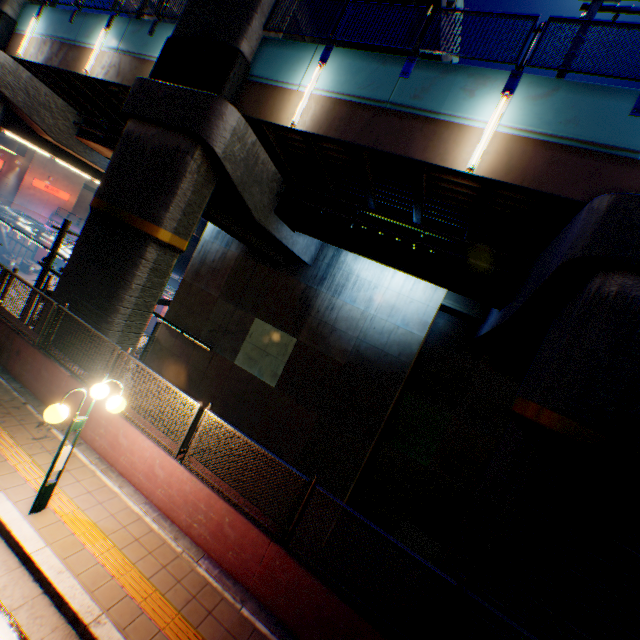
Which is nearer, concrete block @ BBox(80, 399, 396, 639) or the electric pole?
concrete block @ BBox(80, 399, 396, 639)

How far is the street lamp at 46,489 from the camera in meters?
4.7

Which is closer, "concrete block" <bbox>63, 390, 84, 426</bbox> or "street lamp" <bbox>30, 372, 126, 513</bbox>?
"street lamp" <bbox>30, 372, 126, 513</bbox>

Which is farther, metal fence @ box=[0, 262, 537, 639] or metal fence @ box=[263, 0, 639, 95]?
metal fence @ box=[263, 0, 639, 95]

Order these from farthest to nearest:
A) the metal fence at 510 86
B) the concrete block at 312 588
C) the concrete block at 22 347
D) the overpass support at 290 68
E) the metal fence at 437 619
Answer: the concrete block at 22 347
the metal fence at 510 86
the overpass support at 290 68
the concrete block at 312 588
the metal fence at 437 619

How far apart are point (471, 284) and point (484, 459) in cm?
1055

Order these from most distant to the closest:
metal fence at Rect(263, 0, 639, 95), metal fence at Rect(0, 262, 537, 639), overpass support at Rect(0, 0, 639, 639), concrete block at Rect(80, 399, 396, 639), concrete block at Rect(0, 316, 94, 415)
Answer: concrete block at Rect(0, 316, 94, 415) < metal fence at Rect(263, 0, 639, 95) < overpass support at Rect(0, 0, 639, 639) < concrete block at Rect(80, 399, 396, 639) < metal fence at Rect(0, 262, 537, 639)

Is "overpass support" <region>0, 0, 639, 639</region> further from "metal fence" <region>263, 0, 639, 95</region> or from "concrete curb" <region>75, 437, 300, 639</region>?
"concrete curb" <region>75, 437, 300, 639</region>
